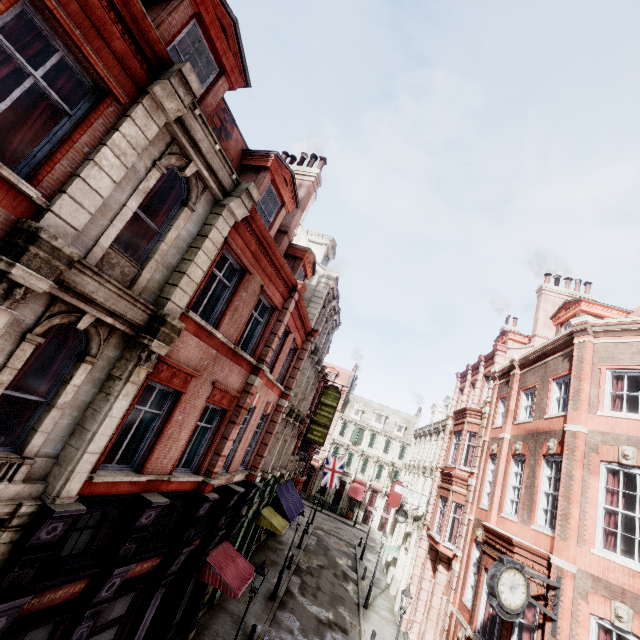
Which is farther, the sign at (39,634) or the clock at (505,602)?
the clock at (505,602)

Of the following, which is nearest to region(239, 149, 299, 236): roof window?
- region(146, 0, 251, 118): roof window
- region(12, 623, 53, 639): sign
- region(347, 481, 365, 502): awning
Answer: region(146, 0, 251, 118): roof window

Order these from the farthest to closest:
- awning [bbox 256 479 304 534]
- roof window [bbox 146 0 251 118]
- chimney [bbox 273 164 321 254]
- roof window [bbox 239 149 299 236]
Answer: awning [bbox 256 479 304 534] → chimney [bbox 273 164 321 254] → roof window [bbox 239 149 299 236] → roof window [bbox 146 0 251 118]

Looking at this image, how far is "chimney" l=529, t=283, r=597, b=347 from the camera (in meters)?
19.80

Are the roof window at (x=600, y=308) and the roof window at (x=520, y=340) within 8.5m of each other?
yes

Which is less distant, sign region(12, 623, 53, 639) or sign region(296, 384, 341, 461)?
sign region(12, 623, 53, 639)

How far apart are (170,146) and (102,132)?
1.5m

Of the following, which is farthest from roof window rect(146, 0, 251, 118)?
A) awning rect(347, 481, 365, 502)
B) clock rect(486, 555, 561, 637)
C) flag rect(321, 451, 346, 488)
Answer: awning rect(347, 481, 365, 502)
